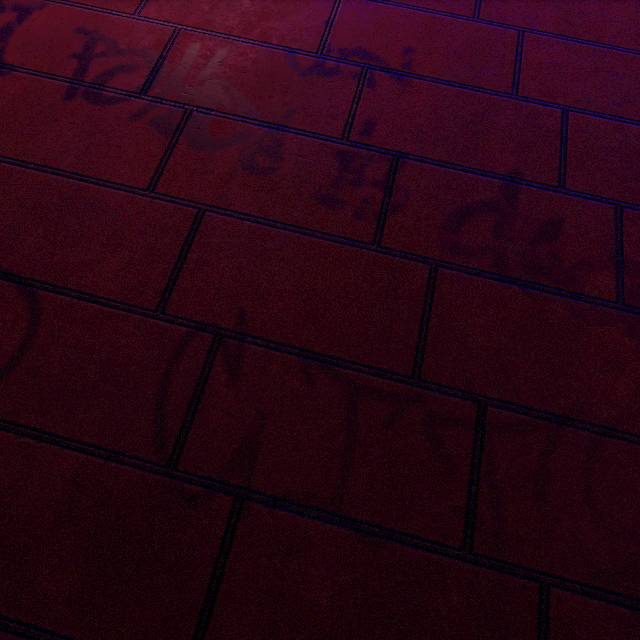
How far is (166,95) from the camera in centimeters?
154cm
